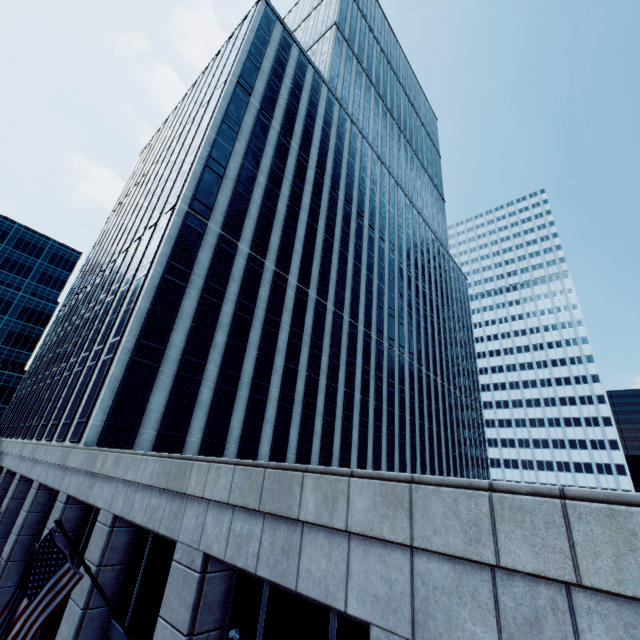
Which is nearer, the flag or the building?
the building

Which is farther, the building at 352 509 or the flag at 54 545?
the flag at 54 545

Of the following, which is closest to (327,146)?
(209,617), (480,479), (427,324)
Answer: (427,324)
